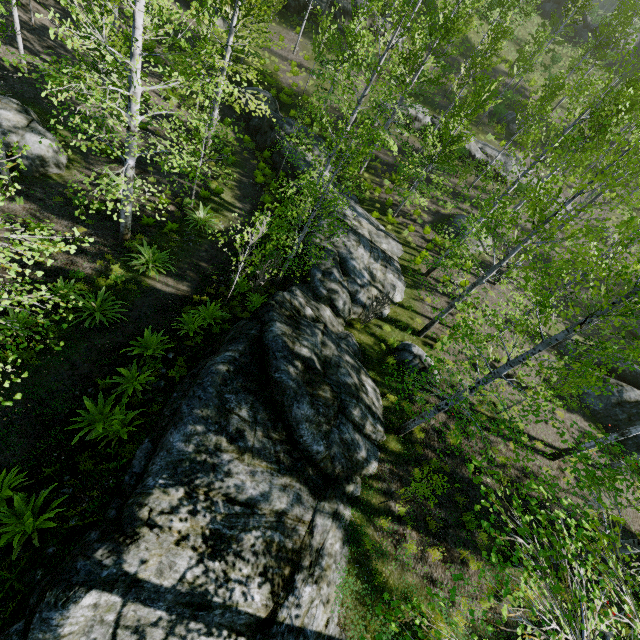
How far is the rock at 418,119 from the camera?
25.09m

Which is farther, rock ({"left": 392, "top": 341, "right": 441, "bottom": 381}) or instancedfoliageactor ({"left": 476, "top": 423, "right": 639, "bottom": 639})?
rock ({"left": 392, "top": 341, "right": 441, "bottom": 381})

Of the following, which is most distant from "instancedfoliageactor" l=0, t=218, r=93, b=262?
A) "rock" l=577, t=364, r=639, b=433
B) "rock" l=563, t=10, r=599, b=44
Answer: "rock" l=563, t=10, r=599, b=44

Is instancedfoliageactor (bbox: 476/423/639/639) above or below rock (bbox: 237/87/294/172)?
above

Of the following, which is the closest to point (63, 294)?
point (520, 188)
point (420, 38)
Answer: point (420, 38)

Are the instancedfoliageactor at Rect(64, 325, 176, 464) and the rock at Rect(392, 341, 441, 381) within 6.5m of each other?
no

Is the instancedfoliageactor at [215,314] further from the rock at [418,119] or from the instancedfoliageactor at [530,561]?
the rock at [418,119]

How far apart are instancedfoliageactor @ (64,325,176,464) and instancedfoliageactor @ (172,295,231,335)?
2.3 meters
